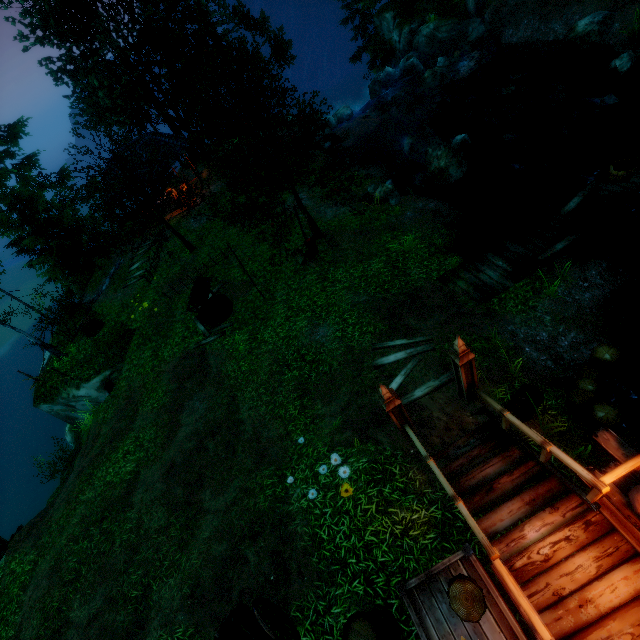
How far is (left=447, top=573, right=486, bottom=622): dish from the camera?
3.6m

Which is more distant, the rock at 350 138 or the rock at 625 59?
the rock at 350 138

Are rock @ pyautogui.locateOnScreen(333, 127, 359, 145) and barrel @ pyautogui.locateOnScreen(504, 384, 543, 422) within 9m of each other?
no

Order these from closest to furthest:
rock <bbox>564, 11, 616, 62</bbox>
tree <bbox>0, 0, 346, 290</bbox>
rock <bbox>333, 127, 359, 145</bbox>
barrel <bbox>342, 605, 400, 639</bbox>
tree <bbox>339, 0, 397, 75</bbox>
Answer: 1. barrel <bbox>342, 605, 400, 639</bbox>
2. tree <bbox>0, 0, 346, 290</bbox>
3. rock <bbox>564, 11, 616, 62</bbox>
4. rock <bbox>333, 127, 359, 145</bbox>
5. tree <bbox>339, 0, 397, 75</bbox>

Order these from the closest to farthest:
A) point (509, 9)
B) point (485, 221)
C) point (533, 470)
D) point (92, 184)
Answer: point (533, 470) → point (485, 221) → point (509, 9) → point (92, 184)

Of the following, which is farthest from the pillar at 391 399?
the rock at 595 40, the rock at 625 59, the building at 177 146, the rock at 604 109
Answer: the rock at 595 40

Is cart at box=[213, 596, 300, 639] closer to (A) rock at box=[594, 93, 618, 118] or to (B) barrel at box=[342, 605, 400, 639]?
(B) barrel at box=[342, 605, 400, 639]

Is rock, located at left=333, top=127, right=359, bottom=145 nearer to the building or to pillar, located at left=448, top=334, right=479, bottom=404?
the building
